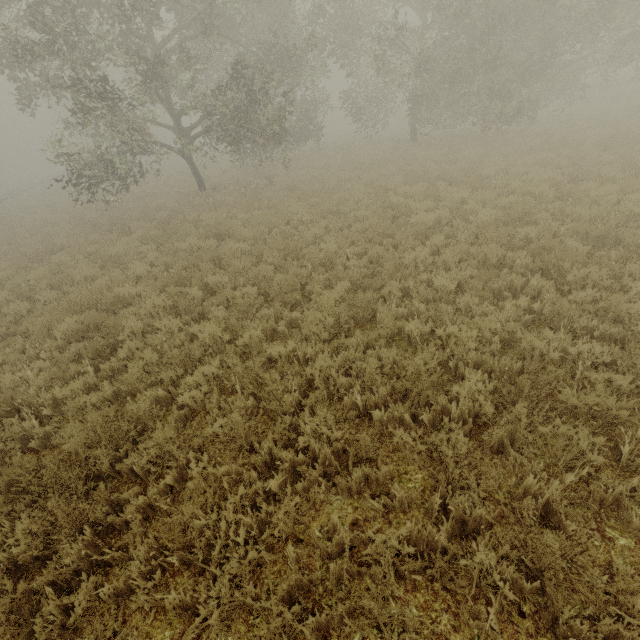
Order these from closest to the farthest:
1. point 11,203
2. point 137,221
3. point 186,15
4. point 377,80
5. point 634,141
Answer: point 634,141, point 137,221, point 186,15, point 377,80, point 11,203
